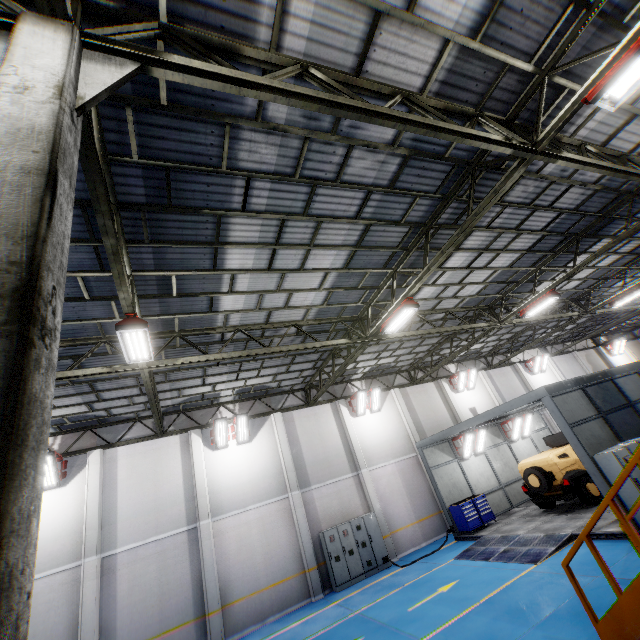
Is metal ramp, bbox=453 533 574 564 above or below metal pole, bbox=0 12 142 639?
below

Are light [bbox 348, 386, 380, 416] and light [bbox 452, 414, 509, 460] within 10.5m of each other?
yes

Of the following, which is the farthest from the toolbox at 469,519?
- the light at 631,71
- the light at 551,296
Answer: the light at 631,71

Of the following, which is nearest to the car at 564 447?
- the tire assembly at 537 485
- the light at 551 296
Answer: the tire assembly at 537 485

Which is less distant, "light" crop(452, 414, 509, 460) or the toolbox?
"light" crop(452, 414, 509, 460)

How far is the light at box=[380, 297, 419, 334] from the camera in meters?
10.0 m

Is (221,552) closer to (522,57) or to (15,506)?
(15,506)

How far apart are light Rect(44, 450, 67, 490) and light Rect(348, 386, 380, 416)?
13.5 meters
